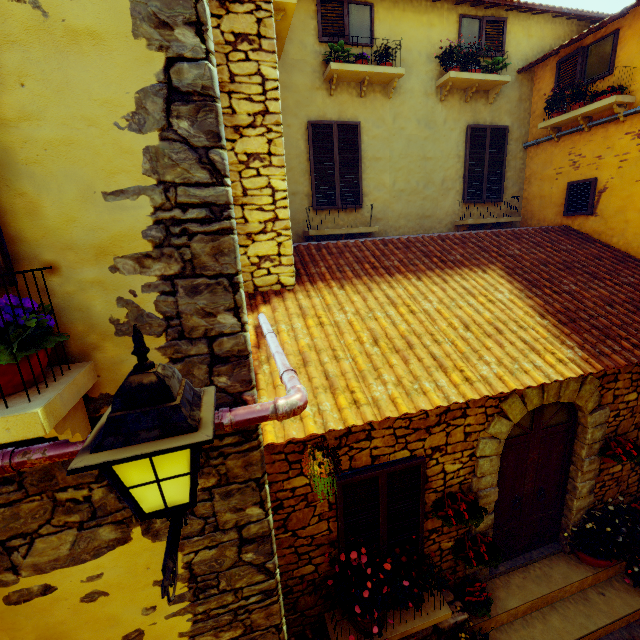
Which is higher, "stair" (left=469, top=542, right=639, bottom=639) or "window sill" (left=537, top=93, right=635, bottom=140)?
"window sill" (left=537, top=93, right=635, bottom=140)

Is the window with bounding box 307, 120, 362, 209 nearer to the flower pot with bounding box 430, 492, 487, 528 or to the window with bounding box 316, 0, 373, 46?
the window with bounding box 316, 0, 373, 46

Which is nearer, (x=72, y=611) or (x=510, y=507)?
(x=72, y=611)

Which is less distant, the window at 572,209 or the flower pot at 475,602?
the flower pot at 475,602

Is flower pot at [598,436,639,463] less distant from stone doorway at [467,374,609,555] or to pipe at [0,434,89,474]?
stone doorway at [467,374,609,555]

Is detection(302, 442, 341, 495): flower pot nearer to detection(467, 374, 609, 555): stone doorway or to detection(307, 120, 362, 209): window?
detection(467, 374, 609, 555): stone doorway

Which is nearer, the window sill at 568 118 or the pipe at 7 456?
the pipe at 7 456

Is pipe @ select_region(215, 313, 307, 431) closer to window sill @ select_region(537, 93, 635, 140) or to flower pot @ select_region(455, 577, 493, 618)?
flower pot @ select_region(455, 577, 493, 618)
